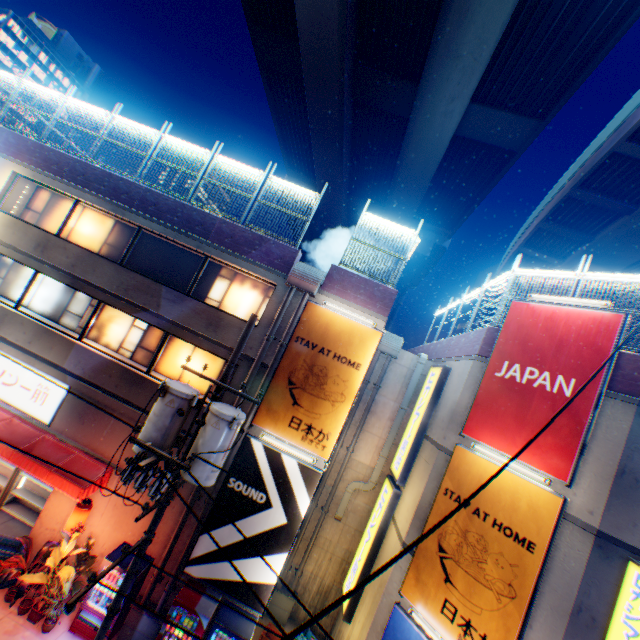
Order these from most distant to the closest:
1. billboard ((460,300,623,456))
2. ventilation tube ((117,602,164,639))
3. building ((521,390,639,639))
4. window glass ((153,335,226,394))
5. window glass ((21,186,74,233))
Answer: window glass ((21,186,74,233)), window glass ((153,335,226,394)), ventilation tube ((117,602,164,639)), billboard ((460,300,623,456)), building ((521,390,639,639))

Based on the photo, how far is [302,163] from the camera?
30.5 meters

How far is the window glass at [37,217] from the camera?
12.9m

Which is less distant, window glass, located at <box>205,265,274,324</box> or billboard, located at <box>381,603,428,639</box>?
billboard, located at <box>381,603,428,639</box>

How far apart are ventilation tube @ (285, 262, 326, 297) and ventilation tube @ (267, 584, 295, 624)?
11.1 meters

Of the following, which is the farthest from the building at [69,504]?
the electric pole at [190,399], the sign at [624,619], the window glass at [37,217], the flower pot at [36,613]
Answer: the sign at [624,619]

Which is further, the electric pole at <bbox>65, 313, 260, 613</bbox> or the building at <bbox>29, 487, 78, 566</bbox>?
the building at <bbox>29, 487, 78, 566</bbox>

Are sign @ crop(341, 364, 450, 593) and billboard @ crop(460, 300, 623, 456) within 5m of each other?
yes
